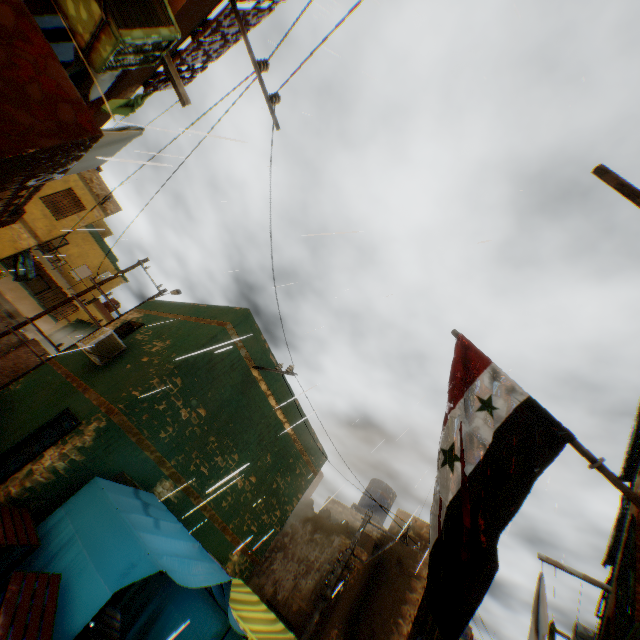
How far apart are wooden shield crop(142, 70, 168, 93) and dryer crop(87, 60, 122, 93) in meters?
0.5 m

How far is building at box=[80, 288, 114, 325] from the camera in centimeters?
2747cm

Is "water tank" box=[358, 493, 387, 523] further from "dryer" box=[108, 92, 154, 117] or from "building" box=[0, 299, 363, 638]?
"dryer" box=[108, 92, 154, 117]

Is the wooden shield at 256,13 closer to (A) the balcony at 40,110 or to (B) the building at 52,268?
(B) the building at 52,268

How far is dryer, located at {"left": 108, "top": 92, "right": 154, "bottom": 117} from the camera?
4.58m

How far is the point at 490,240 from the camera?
4.8m

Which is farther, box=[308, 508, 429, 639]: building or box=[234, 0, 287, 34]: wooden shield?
box=[308, 508, 429, 639]: building

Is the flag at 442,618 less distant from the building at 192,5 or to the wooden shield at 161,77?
the building at 192,5
